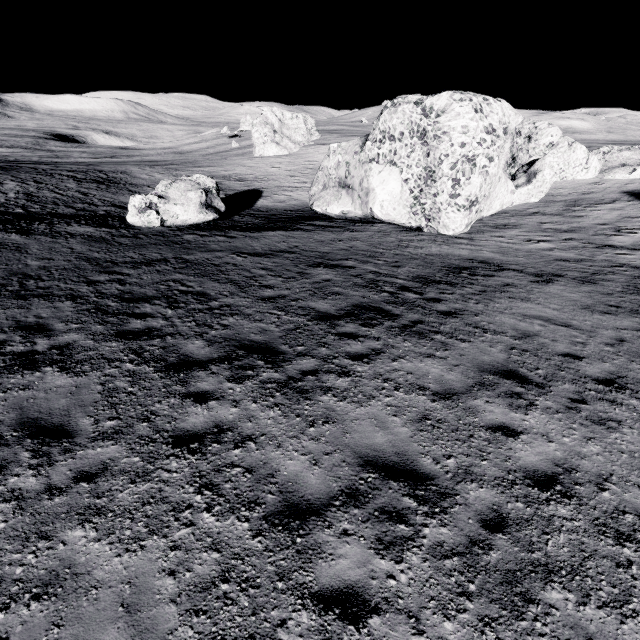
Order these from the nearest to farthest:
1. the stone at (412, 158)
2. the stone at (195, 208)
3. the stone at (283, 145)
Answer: the stone at (412, 158), the stone at (195, 208), the stone at (283, 145)

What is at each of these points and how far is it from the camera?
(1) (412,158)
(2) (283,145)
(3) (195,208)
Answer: (1) stone, 18.12m
(2) stone, 59.91m
(3) stone, 19.89m

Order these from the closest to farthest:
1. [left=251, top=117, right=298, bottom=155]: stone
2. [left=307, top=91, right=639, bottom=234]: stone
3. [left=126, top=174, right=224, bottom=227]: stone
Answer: [left=307, top=91, right=639, bottom=234]: stone → [left=126, top=174, right=224, bottom=227]: stone → [left=251, top=117, right=298, bottom=155]: stone

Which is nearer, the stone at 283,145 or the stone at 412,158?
the stone at 412,158

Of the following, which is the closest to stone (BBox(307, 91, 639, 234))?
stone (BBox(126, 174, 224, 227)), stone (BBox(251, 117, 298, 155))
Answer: stone (BBox(126, 174, 224, 227))

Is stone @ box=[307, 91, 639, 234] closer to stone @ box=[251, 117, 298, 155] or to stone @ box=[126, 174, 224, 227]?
stone @ box=[126, 174, 224, 227]
